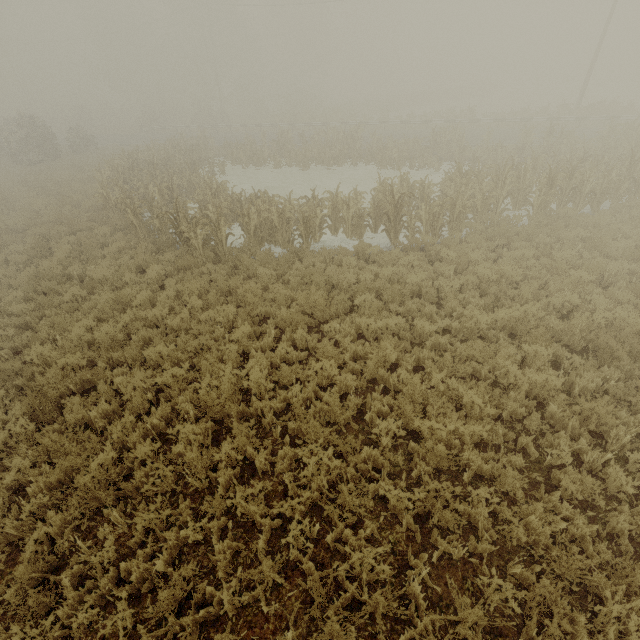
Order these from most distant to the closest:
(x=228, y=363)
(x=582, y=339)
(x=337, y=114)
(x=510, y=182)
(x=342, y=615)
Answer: (x=337, y=114), (x=510, y=182), (x=582, y=339), (x=228, y=363), (x=342, y=615)
